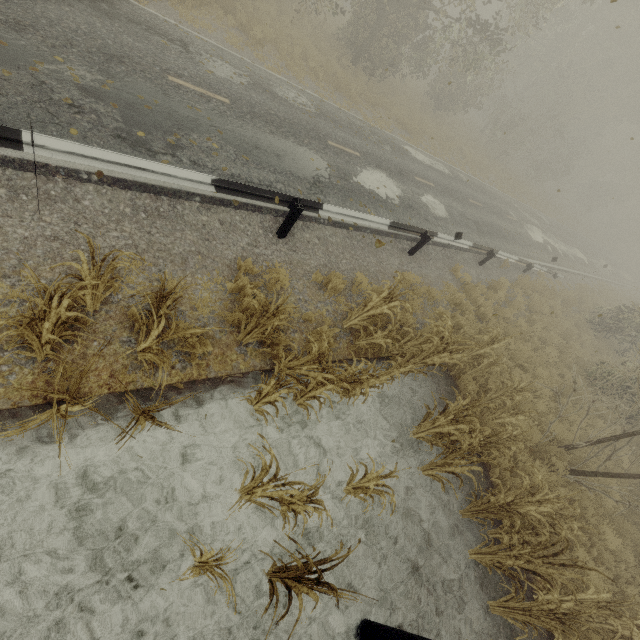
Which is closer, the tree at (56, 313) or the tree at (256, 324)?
the tree at (56, 313)

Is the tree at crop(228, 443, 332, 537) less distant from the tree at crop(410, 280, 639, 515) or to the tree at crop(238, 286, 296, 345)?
the tree at crop(410, 280, 639, 515)

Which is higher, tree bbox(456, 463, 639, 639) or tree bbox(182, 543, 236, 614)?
tree bbox(456, 463, 639, 639)

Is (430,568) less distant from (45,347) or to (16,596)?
(16,596)

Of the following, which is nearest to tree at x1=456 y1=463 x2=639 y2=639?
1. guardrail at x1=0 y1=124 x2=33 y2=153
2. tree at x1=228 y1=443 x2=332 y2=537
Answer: tree at x1=228 y1=443 x2=332 y2=537

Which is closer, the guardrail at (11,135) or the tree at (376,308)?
the guardrail at (11,135)

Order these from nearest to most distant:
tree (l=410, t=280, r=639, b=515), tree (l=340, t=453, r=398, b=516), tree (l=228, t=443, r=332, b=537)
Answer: tree (l=228, t=443, r=332, b=537), tree (l=340, t=453, r=398, b=516), tree (l=410, t=280, r=639, b=515)

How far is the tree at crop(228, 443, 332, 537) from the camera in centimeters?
348cm
